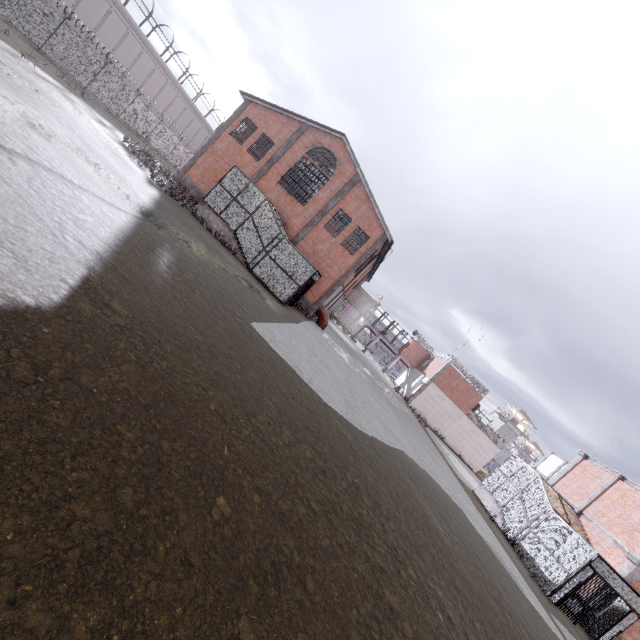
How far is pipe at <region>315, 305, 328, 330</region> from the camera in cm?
2711

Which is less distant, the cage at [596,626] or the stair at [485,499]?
the cage at [596,626]

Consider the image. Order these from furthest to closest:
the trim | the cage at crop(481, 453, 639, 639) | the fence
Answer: the fence < the trim < the cage at crop(481, 453, 639, 639)

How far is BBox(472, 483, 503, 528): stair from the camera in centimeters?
1886cm

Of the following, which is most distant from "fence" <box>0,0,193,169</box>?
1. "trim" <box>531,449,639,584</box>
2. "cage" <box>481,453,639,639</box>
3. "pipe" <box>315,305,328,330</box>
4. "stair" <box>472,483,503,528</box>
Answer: "pipe" <box>315,305,328,330</box>

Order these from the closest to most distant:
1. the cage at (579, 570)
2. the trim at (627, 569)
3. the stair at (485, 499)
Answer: the cage at (579, 570) < the trim at (627, 569) < the stair at (485, 499)

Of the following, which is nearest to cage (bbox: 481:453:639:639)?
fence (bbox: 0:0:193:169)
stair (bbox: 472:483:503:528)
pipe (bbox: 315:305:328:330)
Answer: stair (bbox: 472:483:503:528)

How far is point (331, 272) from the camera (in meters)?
25.92
